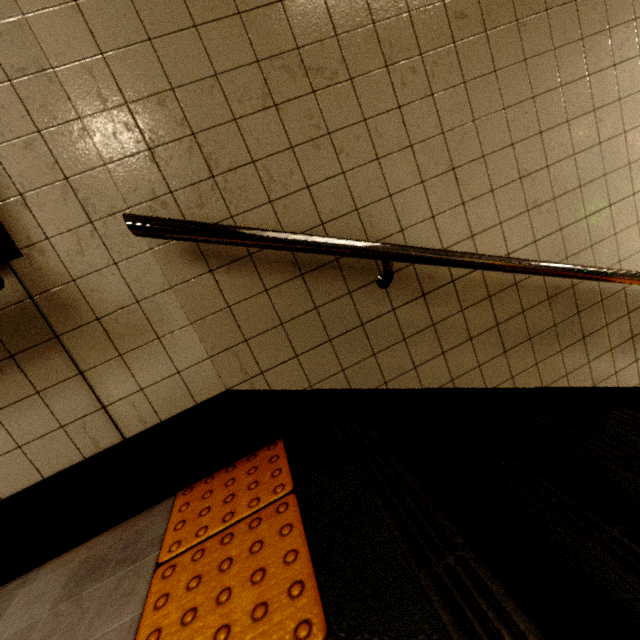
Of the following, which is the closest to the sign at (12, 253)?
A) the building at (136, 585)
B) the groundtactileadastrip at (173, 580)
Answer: the building at (136, 585)

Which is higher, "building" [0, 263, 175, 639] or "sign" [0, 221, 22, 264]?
"sign" [0, 221, 22, 264]

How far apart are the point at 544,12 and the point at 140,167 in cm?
169

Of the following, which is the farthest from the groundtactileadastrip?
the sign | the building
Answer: the sign

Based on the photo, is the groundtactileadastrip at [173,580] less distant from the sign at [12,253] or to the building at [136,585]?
the building at [136,585]

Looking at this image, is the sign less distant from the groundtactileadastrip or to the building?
the building

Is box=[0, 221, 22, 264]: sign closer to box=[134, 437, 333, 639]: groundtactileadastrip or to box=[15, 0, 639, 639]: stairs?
box=[15, 0, 639, 639]: stairs
